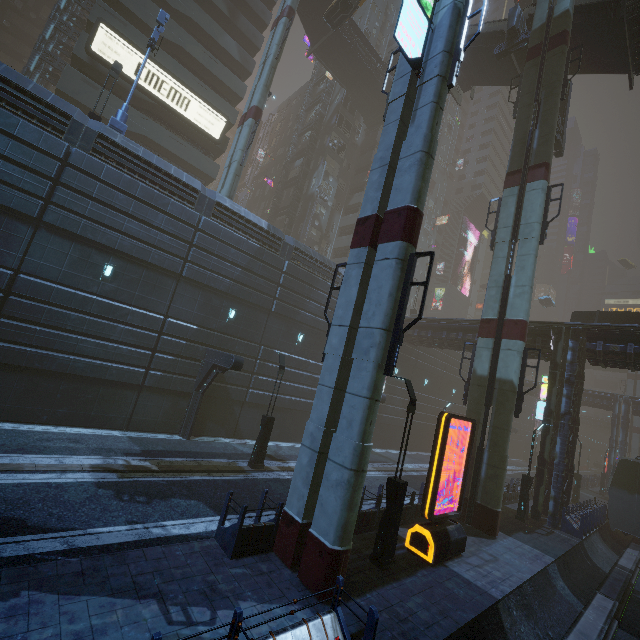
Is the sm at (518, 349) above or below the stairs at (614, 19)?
below

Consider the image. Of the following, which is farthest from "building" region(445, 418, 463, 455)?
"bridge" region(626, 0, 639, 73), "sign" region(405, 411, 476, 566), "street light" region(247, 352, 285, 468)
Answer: "street light" region(247, 352, 285, 468)

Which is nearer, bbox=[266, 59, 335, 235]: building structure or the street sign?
the street sign

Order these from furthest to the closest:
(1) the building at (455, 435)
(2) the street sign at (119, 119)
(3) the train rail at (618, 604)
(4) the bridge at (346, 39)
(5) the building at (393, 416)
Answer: (1) the building at (455, 435), (4) the bridge at (346, 39), (5) the building at (393, 416), (2) the street sign at (119, 119), (3) the train rail at (618, 604)

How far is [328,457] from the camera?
8.38m

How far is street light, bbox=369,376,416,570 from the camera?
9.5m

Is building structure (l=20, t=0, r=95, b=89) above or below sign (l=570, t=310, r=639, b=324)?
above

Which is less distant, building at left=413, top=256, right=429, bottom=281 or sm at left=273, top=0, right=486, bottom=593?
sm at left=273, top=0, right=486, bottom=593
